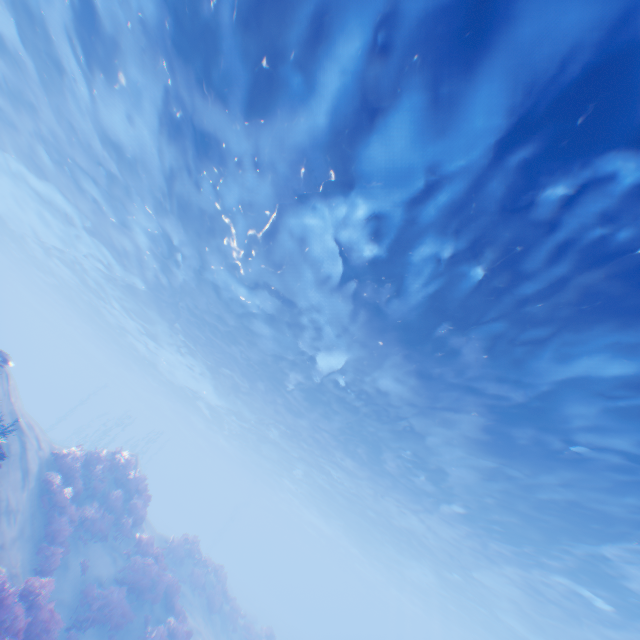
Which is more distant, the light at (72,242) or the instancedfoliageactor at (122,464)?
the instancedfoliageactor at (122,464)

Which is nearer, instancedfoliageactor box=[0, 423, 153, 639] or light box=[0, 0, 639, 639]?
light box=[0, 0, 639, 639]

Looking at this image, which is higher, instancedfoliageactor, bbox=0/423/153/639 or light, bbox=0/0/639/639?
light, bbox=0/0/639/639

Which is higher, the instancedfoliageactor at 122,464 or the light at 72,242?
the light at 72,242

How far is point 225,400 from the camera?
32.0m
